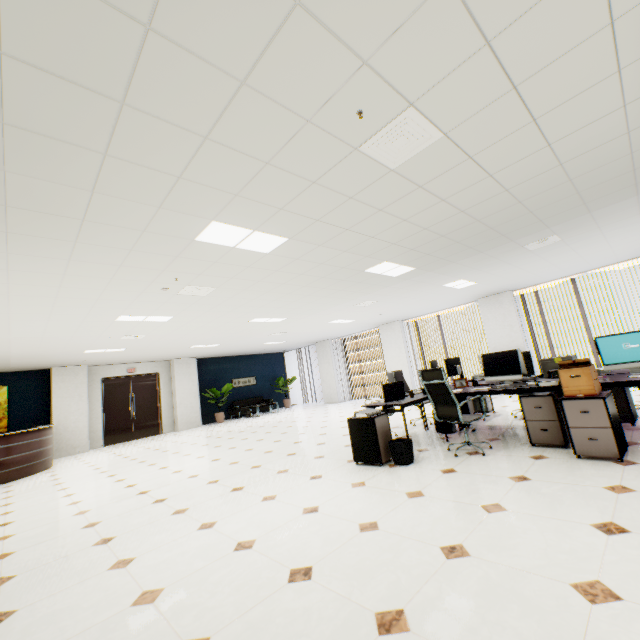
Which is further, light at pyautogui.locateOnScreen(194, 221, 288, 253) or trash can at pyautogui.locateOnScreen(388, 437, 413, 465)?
trash can at pyautogui.locateOnScreen(388, 437, 413, 465)

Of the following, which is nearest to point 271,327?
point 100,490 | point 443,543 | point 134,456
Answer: point 134,456

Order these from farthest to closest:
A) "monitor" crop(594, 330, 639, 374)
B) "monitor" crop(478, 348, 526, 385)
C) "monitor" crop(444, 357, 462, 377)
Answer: "monitor" crop(444, 357, 462, 377) → "monitor" crop(478, 348, 526, 385) → "monitor" crop(594, 330, 639, 374)

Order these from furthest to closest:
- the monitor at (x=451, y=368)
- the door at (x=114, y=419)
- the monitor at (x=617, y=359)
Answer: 1. the door at (x=114, y=419)
2. the monitor at (x=451, y=368)
3. the monitor at (x=617, y=359)

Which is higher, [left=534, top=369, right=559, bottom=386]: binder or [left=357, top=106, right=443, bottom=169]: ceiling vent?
[left=357, top=106, right=443, bottom=169]: ceiling vent

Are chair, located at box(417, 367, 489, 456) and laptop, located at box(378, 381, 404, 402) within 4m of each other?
yes

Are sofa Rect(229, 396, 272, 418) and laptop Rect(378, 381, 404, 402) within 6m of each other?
no

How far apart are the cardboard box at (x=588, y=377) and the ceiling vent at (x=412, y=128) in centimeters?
286cm
